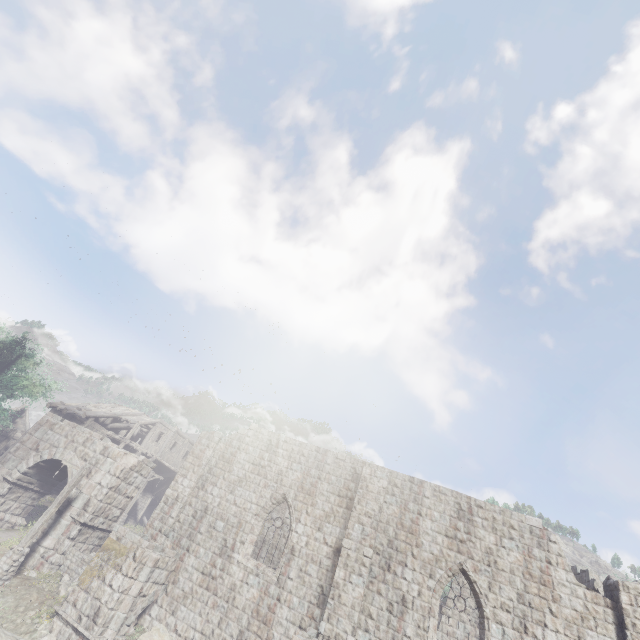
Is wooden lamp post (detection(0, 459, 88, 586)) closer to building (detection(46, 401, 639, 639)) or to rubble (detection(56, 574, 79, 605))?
rubble (detection(56, 574, 79, 605))

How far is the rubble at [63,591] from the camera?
13.5m

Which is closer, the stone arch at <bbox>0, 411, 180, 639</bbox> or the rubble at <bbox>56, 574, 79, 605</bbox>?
the stone arch at <bbox>0, 411, 180, 639</bbox>

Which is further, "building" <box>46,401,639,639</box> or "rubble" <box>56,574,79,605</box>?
"rubble" <box>56,574,79,605</box>

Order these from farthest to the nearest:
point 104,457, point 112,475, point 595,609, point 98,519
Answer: point 104,457, point 112,475, point 98,519, point 595,609

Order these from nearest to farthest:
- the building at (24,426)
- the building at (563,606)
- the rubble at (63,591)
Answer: the building at (563,606), the rubble at (63,591), the building at (24,426)

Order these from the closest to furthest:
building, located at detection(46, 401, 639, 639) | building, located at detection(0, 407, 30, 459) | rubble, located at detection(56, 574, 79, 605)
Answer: building, located at detection(46, 401, 639, 639) < rubble, located at detection(56, 574, 79, 605) < building, located at detection(0, 407, 30, 459)

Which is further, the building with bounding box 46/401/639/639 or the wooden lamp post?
the wooden lamp post
